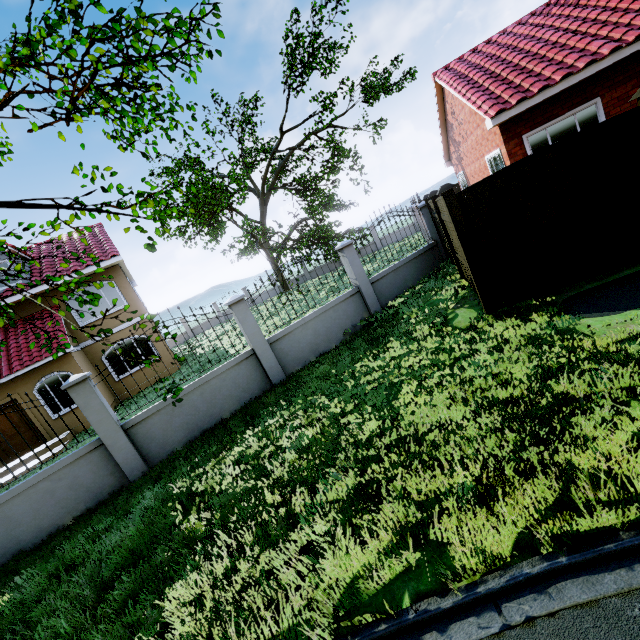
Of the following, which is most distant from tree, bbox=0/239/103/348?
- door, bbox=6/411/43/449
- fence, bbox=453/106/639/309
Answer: door, bbox=6/411/43/449

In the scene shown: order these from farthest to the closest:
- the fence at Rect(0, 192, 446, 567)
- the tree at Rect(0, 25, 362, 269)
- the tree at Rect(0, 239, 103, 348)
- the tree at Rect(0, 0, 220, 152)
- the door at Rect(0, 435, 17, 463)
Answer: the door at Rect(0, 435, 17, 463) < the fence at Rect(0, 192, 446, 567) < the tree at Rect(0, 25, 362, 269) < the tree at Rect(0, 239, 103, 348) < the tree at Rect(0, 0, 220, 152)

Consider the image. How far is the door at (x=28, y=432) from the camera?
12.3 meters

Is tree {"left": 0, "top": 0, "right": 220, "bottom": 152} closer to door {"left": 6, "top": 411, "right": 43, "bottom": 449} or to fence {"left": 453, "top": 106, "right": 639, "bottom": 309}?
fence {"left": 453, "top": 106, "right": 639, "bottom": 309}

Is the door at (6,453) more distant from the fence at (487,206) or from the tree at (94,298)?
the fence at (487,206)

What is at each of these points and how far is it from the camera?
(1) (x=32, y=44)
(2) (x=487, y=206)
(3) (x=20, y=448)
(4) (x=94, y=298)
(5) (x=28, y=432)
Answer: (1) tree, 3.7 meters
(2) fence, 5.7 meters
(3) door, 12.4 meters
(4) tree, 6.5 meters
(5) door, 12.5 meters

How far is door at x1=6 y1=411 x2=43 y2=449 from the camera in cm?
1234
